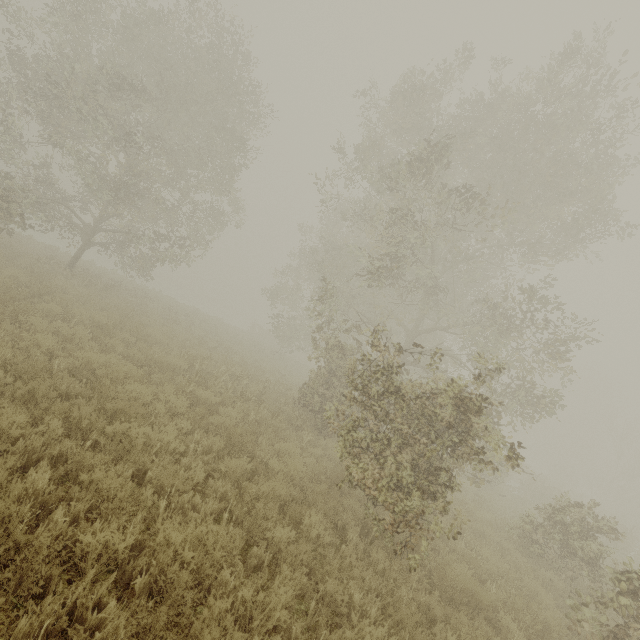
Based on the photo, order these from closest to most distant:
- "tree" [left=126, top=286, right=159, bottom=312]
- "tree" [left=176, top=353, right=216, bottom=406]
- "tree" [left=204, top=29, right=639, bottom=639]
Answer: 1. "tree" [left=204, top=29, right=639, bottom=639]
2. "tree" [left=176, top=353, right=216, bottom=406]
3. "tree" [left=126, top=286, right=159, bottom=312]

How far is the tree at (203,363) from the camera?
7.9 meters

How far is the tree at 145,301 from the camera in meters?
17.2 m

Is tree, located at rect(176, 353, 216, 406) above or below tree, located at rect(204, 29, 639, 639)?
below

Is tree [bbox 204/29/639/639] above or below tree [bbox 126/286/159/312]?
above

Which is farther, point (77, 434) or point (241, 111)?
point (241, 111)

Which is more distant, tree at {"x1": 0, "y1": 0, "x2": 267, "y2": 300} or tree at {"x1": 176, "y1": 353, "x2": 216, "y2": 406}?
tree at {"x1": 0, "y1": 0, "x2": 267, "y2": 300}

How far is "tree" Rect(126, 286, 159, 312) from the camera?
17.2m
